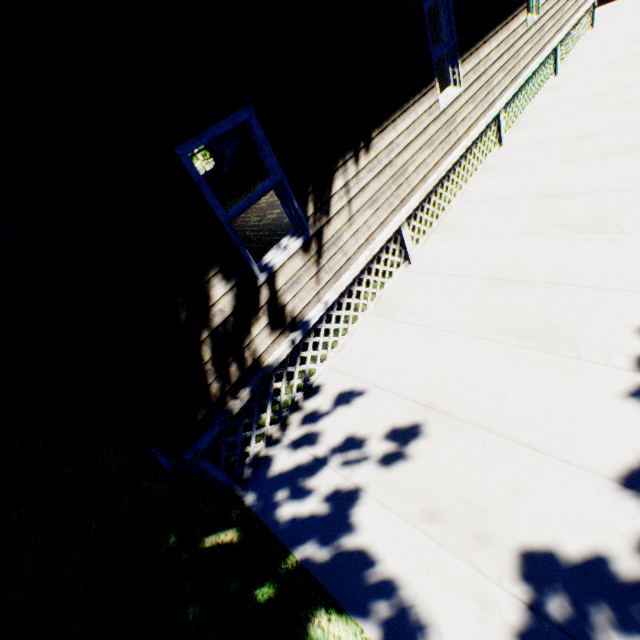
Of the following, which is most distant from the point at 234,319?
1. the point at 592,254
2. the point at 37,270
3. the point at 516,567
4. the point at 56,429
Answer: the point at 56,429
